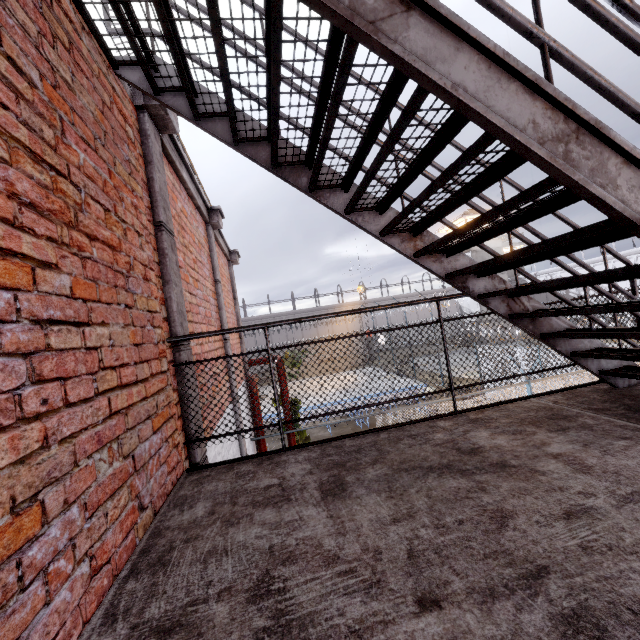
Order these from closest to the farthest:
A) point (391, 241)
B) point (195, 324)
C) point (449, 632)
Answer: point (449, 632) < point (391, 241) < point (195, 324)

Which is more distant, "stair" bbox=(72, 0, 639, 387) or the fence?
the fence

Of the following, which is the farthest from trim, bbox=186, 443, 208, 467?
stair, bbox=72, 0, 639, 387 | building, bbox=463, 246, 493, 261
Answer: building, bbox=463, 246, 493, 261

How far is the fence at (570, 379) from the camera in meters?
8.0 m

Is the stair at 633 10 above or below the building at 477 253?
below

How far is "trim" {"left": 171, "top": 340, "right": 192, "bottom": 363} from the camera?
2.6m

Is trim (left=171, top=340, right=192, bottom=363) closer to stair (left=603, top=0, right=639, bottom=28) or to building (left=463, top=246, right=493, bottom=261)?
stair (left=603, top=0, right=639, bottom=28)
